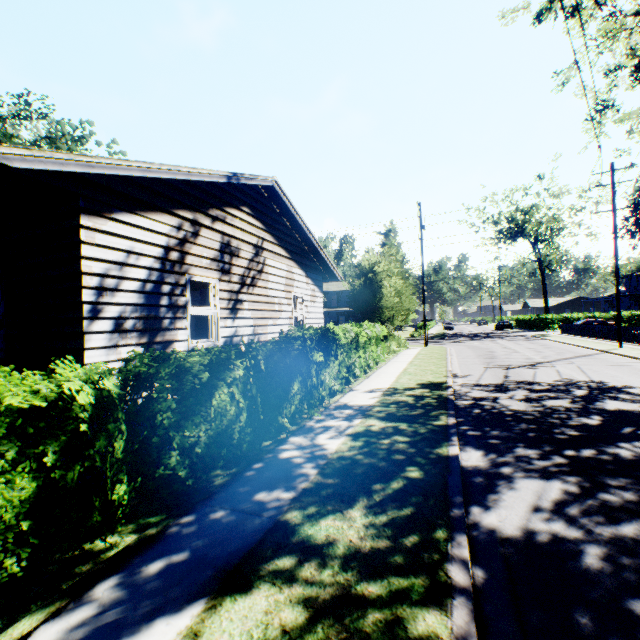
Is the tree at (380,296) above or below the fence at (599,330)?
above

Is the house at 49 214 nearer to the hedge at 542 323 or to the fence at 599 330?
the fence at 599 330

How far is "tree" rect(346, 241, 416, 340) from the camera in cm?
1795

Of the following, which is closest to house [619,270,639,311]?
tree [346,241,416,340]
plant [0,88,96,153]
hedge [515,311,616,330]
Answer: plant [0,88,96,153]

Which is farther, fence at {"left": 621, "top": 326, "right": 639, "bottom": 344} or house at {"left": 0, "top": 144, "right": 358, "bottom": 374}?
fence at {"left": 621, "top": 326, "right": 639, "bottom": 344}

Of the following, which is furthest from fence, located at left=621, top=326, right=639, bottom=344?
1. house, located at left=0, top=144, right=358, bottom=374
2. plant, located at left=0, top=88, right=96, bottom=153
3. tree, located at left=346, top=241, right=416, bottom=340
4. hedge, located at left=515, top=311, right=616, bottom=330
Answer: plant, located at left=0, top=88, right=96, bottom=153

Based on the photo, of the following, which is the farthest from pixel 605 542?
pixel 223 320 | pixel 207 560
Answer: pixel 223 320
